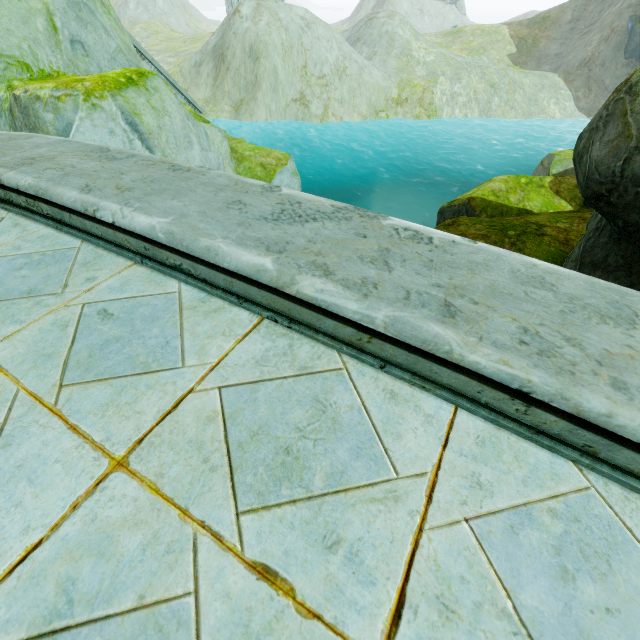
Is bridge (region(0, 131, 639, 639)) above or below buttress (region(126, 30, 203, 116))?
above

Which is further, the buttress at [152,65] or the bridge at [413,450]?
the buttress at [152,65]

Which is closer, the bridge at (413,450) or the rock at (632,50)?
the bridge at (413,450)

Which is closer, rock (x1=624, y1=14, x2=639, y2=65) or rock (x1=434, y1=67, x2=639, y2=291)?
rock (x1=434, y1=67, x2=639, y2=291)

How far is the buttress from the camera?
11.07m

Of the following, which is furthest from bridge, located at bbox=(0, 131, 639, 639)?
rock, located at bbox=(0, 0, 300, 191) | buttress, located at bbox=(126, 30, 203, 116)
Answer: buttress, located at bbox=(126, 30, 203, 116)

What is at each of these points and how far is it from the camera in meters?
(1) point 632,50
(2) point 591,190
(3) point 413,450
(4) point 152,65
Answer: (1) rock, 37.1 m
(2) rock, 3.8 m
(3) bridge, 1.1 m
(4) buttress, 11.7 m
